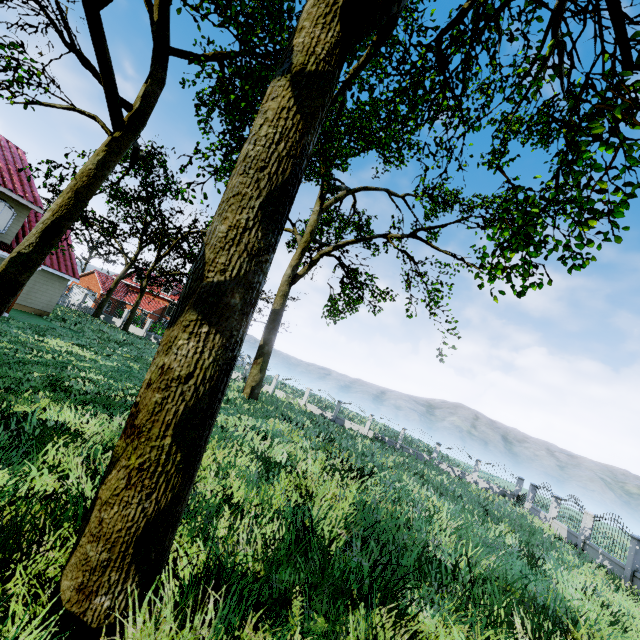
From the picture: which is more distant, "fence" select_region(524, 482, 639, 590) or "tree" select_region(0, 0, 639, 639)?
"fence" select_region(524, 482, 639, 590)

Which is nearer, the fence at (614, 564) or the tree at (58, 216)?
the tree at (58, 216)

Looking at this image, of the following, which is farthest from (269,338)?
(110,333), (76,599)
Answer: (76,599)
